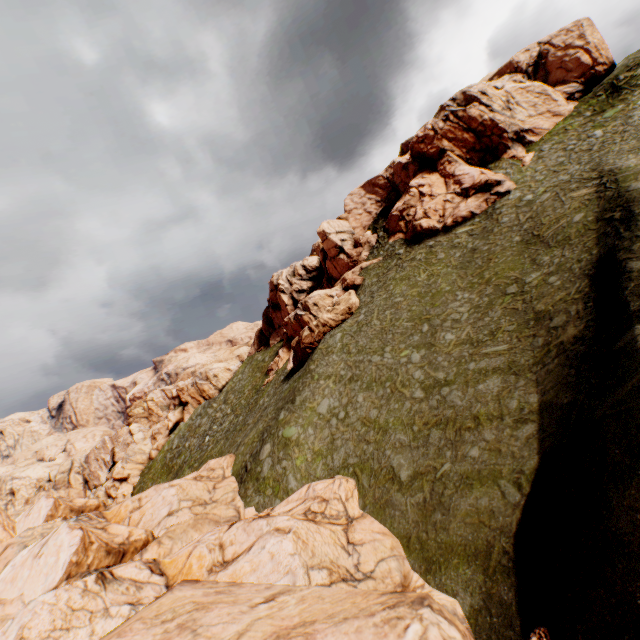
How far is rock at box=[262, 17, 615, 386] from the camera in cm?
3766

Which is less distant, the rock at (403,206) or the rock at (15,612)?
the rock at (15,612)

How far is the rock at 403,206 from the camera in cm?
3766

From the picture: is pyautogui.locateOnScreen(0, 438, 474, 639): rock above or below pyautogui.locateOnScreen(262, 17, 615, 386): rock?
below

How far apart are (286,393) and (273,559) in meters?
19.8 m

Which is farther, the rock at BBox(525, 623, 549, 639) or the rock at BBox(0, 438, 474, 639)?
the rock at BBox(0, 438, 474, 639)
